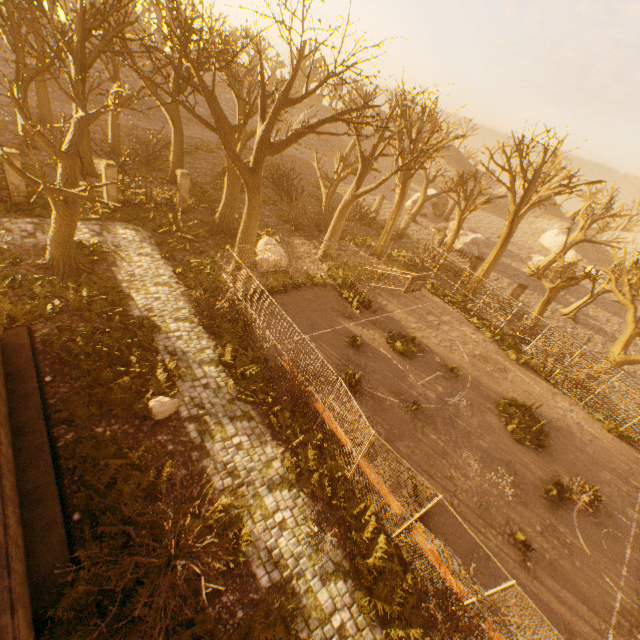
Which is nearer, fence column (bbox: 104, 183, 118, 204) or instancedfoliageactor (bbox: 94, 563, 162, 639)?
instancedfoliageactor (bbox: 94, 563, 162, 639)

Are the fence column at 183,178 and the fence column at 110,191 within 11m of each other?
yes

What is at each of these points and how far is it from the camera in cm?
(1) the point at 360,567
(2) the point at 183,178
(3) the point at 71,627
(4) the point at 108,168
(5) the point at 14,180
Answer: (1) instancedfoliageactor, 855
(2) fence column, 2008
(3) instancedfoliageactor, 613
(4) fence column, 1742
(5) fence column, 1552

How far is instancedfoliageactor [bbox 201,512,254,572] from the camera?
7.8 meters

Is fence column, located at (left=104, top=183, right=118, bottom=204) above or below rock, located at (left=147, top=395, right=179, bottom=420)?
above

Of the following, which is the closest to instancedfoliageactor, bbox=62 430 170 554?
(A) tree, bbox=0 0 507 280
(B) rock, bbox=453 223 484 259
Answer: (A) tree, bbox=0 0 507 280

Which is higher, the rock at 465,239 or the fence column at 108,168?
the fence column at 108,168

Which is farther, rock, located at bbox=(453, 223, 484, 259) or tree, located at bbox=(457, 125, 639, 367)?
rock, located at bbox=(453, 223, 484, 259)
